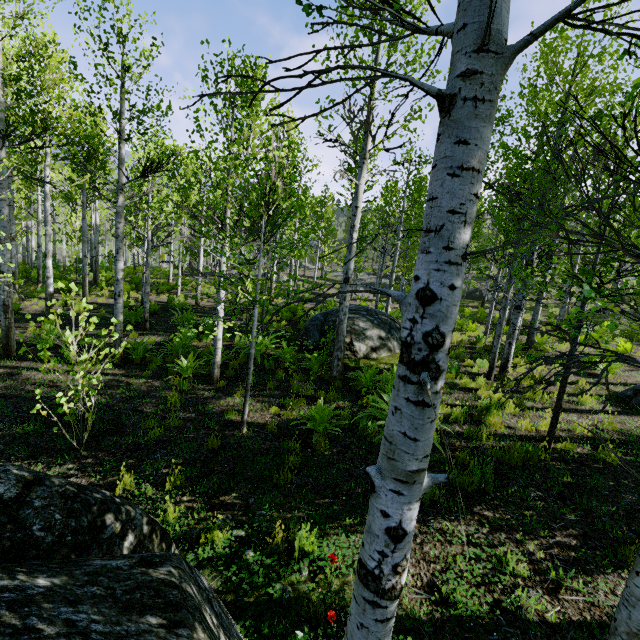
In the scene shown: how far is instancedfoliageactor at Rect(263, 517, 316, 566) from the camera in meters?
3.7

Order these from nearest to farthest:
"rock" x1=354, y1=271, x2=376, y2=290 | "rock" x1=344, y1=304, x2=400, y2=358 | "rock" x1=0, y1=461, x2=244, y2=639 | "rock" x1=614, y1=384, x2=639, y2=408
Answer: "rock" x1=0, y1=461, x2=244, y2=639
"rock" x1=614, y1=384, x2=639, y2=408
"rock" x1=344, y1=304, x2=400, y2=358
"rock" x1=354, y1=271, x2=376, y2=290

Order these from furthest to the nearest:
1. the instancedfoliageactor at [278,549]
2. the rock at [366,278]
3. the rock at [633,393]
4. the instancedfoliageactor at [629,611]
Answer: the rock at [366,278] → the rock at [633,393] → the instancedfoliageactor at [278,549] → the instancedfoliageactor at [629,611]

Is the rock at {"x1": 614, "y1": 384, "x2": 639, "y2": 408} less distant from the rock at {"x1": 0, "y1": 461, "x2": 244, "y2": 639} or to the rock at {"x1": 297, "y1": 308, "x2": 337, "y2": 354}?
the rock at {"x1": 297, "y1": 308, "x2": 337, "y2": 354}

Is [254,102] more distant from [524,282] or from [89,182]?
[89,182]

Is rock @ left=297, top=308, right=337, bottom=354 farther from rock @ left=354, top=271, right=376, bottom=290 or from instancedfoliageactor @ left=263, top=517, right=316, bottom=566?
rock @ left=354, top=271, right=376, bottom=290

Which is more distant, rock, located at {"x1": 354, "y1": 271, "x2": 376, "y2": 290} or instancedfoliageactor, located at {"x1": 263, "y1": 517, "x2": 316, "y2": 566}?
rock, located at {"x1": 354, "y1": 271, "x2": 376, "y2": 290}

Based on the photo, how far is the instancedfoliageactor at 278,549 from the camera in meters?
3.7
